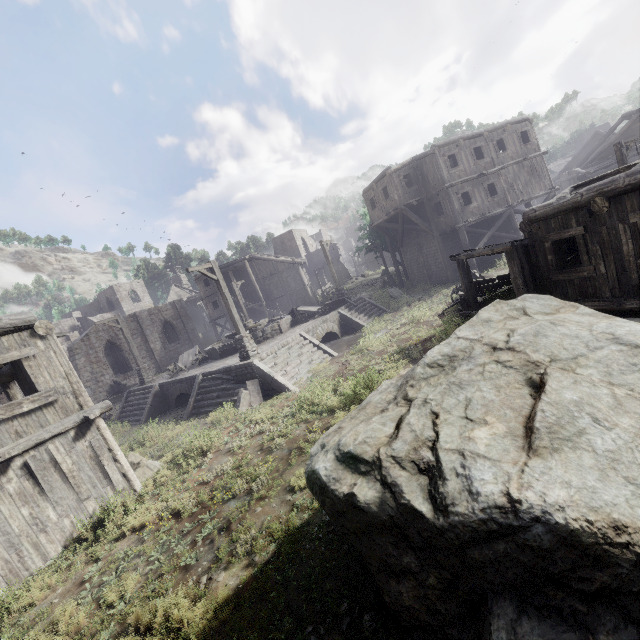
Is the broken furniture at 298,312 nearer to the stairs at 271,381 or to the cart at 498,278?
the stairs at 271,381

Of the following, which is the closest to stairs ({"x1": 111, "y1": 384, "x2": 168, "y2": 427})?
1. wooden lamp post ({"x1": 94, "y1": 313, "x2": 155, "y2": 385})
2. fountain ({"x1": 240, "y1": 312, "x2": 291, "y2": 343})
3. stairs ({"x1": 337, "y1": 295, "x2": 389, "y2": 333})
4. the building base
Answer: the building base

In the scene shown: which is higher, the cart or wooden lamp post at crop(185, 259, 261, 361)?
wooden lamp post at crop(185, 259, 261, 361)

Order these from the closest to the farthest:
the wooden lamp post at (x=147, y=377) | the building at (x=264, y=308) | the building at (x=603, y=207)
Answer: Result:
the building at (x=603, y=207)
the wooden lamp post at (x=147, y=377)
the building at (x=264, y=308)

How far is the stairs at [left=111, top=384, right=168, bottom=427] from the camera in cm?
1750

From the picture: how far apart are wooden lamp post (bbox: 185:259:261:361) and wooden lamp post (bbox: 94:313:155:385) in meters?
9.1 m

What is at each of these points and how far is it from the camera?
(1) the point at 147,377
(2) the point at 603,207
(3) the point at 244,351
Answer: (1) wooden lamp post, 20.4m
(2) building, 8.1m
(3) wooden lamp post, 14.6m

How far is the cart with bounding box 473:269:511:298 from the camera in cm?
1427
